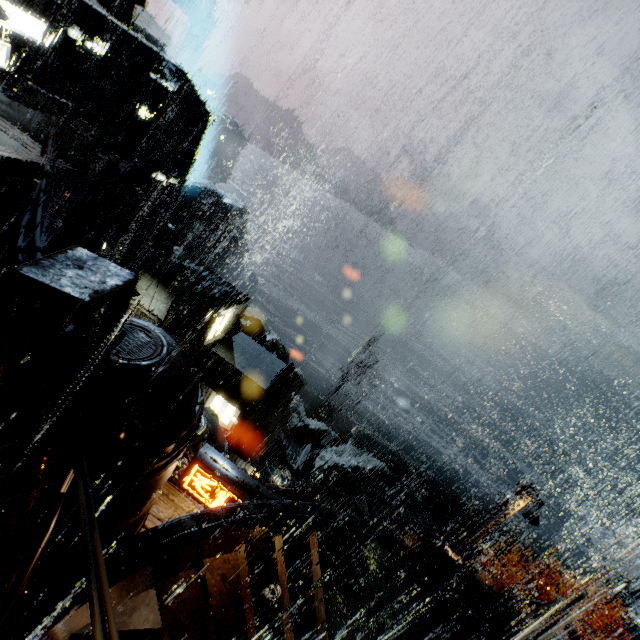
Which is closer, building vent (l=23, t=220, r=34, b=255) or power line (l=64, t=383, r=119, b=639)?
power line (l=64, t=383, r=119, b=639)

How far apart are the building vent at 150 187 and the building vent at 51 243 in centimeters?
1671cm

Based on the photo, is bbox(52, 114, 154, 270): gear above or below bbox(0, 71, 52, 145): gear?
below

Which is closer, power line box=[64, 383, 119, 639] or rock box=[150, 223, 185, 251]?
power line box=[64, 383, 119, 639]

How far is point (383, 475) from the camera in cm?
4584

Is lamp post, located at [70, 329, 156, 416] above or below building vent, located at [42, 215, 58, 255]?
above

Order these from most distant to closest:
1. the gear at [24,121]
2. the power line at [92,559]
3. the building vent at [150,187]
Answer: the building vent at [150,187], the gear at [24,121], the power line at [92,559]

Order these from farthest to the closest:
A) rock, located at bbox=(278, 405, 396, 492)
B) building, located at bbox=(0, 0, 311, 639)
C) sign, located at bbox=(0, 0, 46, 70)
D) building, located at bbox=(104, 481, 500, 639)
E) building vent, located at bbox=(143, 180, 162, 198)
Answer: rock, located at bbox=(278, 405, 396, 492)
building vent, located at bbox=(143, 180, 162, 198)
sign, located at bbox=(0, 0, 46, 70)
building, located at bbox=(104, 481, 500, 639)
building, located at bbox=(0, 0, 311, 639)
